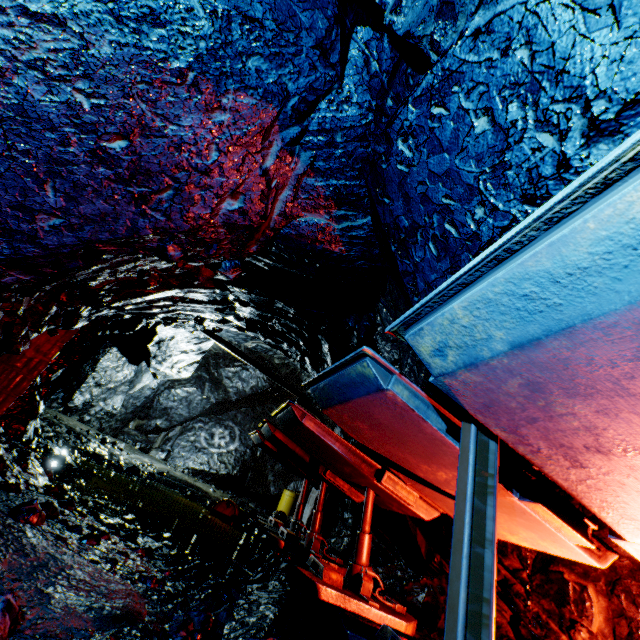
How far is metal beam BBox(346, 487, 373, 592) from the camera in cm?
520

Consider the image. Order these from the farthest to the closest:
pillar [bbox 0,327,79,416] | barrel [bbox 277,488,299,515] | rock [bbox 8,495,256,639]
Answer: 1. barrel [bbox 277,488,299,515]
2. pillar [bbox 0,327,79,416]
3. rock [bbox 8,495,256,639]

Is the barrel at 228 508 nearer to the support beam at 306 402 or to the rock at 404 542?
the rock at 404 542

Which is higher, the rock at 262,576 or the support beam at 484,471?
the support beam at 484,471

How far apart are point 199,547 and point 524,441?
5.5 meters

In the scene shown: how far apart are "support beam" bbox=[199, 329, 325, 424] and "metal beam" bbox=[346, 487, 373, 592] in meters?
5.5 m

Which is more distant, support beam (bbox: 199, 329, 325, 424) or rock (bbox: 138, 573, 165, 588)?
support beam (bbox: 199, 329, 325, 424)
